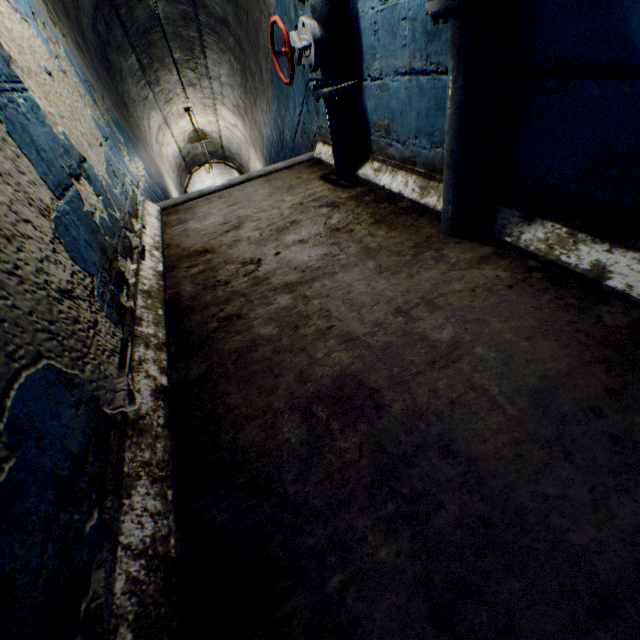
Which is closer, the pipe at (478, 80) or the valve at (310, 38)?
the pipe at (478, 80)

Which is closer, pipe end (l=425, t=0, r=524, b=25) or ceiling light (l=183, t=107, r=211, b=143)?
pipe end (l=425, t=0, r=524, b=25)

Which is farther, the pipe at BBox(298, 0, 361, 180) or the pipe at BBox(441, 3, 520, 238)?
the pipe at BBox(298, 0, 361, 180)

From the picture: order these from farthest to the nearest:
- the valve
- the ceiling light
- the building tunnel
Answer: the ceiling light < the valve < the building tunnel

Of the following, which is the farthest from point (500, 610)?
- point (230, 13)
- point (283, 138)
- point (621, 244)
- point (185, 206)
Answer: point (230, 13)

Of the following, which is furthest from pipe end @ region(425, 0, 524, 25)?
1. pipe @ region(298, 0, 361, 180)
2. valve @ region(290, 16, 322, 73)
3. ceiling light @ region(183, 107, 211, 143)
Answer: ceiling light @ region(183, 107, 211, 143)

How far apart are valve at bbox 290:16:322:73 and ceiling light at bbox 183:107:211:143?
4.22m

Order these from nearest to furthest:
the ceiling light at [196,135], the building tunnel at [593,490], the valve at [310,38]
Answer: the building tunnel at [593,490]
the valve at [310,38]
the ceiling light at [196,135]
